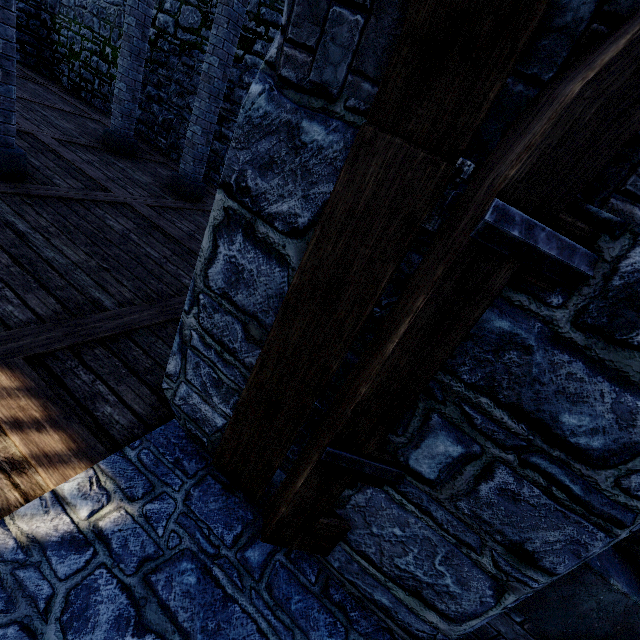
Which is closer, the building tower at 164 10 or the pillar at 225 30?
the pillar at 225 30

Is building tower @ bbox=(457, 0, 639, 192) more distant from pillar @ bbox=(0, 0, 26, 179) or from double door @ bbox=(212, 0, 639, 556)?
pillar @ bbox=(0, 0, 26, 179)

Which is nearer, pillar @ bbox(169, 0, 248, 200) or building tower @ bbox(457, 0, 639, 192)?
building tower @ bbox(457, 0, 639, 192)

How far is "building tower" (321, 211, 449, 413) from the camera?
1.28m

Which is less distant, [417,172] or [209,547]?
[417,172]

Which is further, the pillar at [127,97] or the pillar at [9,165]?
the pillar at [127,97]

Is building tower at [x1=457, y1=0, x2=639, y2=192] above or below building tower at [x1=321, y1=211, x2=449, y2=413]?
above

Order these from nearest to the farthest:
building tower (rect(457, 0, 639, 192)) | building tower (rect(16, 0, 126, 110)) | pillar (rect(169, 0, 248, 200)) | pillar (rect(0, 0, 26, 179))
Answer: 1. building tower (rect(457, 0, 639, 192))
2. pillar (rect(0, 0, 26, 179))
3. pillar (rect(169, 0, 248, 200))
4. building tower (rect(16, 0, 126, 110))
